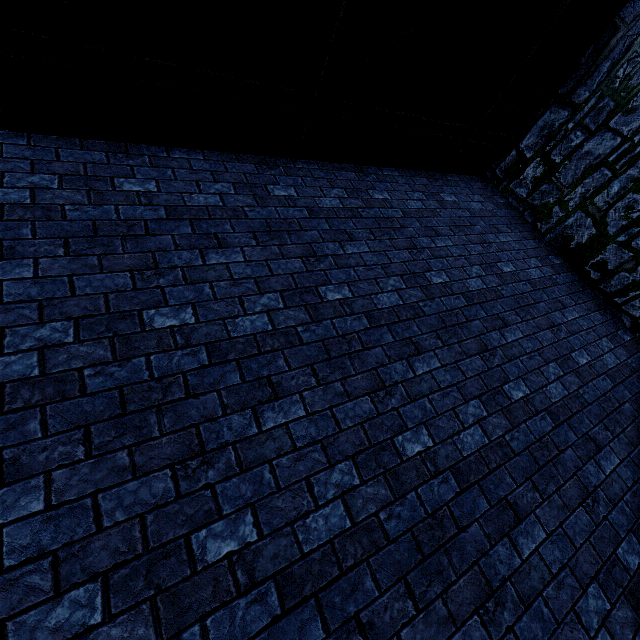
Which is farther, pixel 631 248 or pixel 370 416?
pixel 631 248
